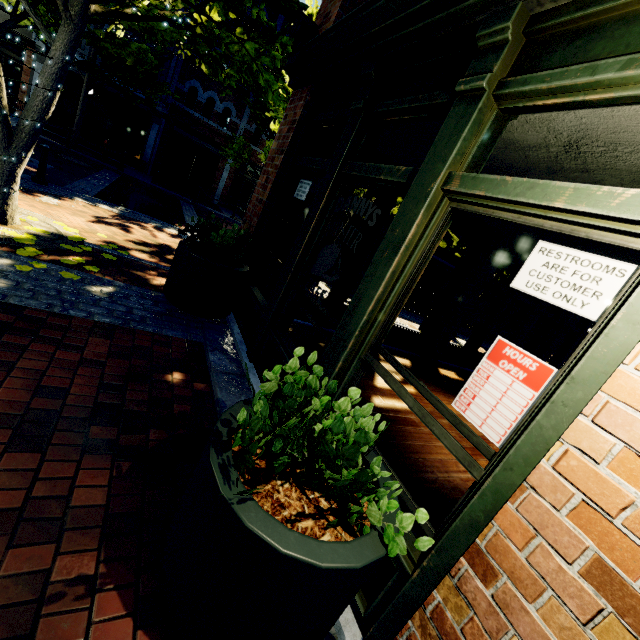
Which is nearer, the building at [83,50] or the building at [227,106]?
the building at [227,106]

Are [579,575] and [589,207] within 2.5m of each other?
yes

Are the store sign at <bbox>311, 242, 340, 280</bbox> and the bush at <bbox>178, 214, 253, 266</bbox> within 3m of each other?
yes

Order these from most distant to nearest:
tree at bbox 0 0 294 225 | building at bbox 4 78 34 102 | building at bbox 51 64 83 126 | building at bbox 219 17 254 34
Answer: building at bbox 219 17 254 34 → building at bbox 51 64 83 126 → building at bbox 4 78 34 102 → tree at bbox 0 0 294 225

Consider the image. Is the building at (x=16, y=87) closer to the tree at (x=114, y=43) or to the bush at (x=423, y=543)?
the tree at (x=114, y=43)

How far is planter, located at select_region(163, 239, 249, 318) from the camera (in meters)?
4.23

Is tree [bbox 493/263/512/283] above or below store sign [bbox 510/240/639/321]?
above

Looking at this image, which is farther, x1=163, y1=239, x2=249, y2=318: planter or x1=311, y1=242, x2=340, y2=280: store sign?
x1=163, y1=239, x2=249, y2=318: planter
